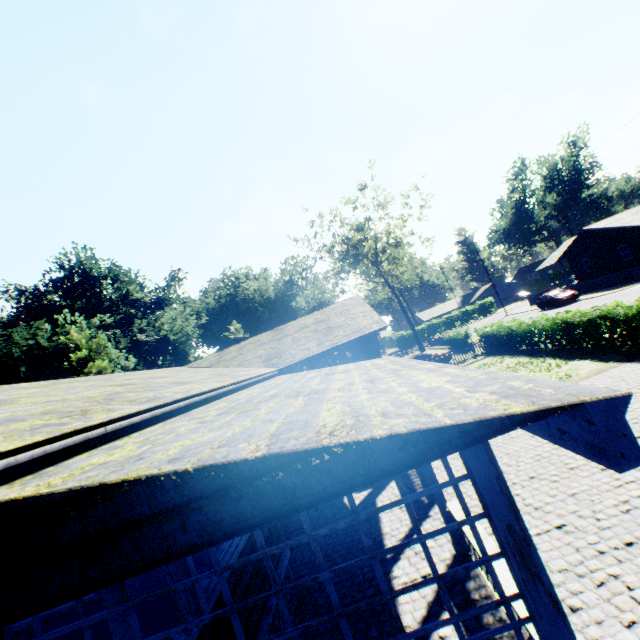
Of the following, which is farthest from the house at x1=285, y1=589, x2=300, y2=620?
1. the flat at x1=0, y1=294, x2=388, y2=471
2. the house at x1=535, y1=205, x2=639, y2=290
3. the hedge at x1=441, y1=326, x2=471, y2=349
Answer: the house at x1=535, y1=205, x2=639, y2=290

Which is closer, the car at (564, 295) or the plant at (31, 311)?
the plant at (31, 311)

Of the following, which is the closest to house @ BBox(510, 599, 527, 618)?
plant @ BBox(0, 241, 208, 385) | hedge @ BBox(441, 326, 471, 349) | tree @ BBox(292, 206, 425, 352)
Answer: plant @ BBox(0, 241, 208, 385)

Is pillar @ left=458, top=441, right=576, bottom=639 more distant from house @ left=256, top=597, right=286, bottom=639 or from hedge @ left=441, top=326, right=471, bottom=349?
hedge @ left=441, top=326, right=471, bottom=349

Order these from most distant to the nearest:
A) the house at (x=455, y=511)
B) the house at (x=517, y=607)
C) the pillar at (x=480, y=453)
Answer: the house at (x=455, y=511) → the house at (x=517, y=607) → the pillar at (x=480, y=453)

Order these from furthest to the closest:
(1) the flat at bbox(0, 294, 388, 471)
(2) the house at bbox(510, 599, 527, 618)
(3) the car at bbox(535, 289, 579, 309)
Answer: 1. (3) the car at bbox(535, 289, 579, 309)
2. (2) the house at bbox(510, 599, 527, 618)
3. (1) the flat at bbox(0, 294, 388, 471)

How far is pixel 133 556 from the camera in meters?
1.8

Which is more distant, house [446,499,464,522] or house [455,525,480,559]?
house [446,499,464,522]
